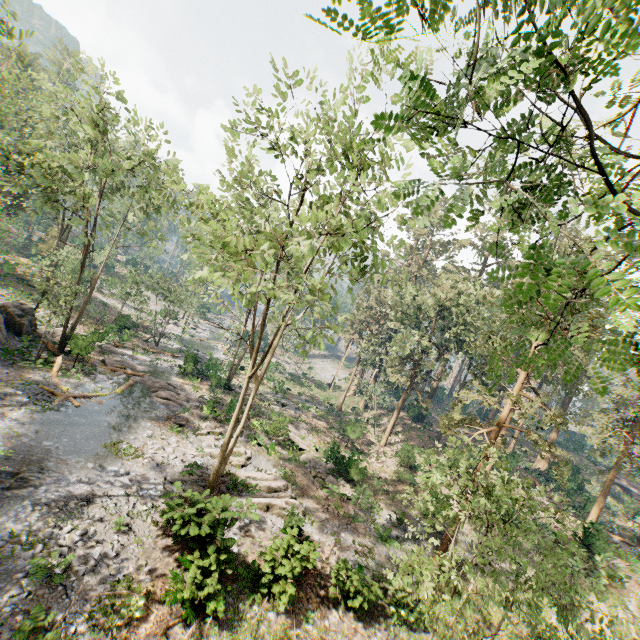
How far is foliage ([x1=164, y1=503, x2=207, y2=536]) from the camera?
10.9 meters

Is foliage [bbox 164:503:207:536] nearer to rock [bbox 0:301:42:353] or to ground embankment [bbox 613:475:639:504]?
rock [bbox 0:301:42:353]

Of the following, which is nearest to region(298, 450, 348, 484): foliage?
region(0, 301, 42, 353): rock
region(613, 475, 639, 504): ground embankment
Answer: region(0, 301, 42, 353): rock

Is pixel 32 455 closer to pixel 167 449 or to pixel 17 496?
pixel 17 496

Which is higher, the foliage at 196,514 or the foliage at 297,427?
the foliage at 196,514

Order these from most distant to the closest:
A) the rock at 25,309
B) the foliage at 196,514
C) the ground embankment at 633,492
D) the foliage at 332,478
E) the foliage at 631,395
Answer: the ground embankment at 633,492, the foliage at 332,478, the rock at 25,309, the foliage at 196,514, the foliage at 631,395
